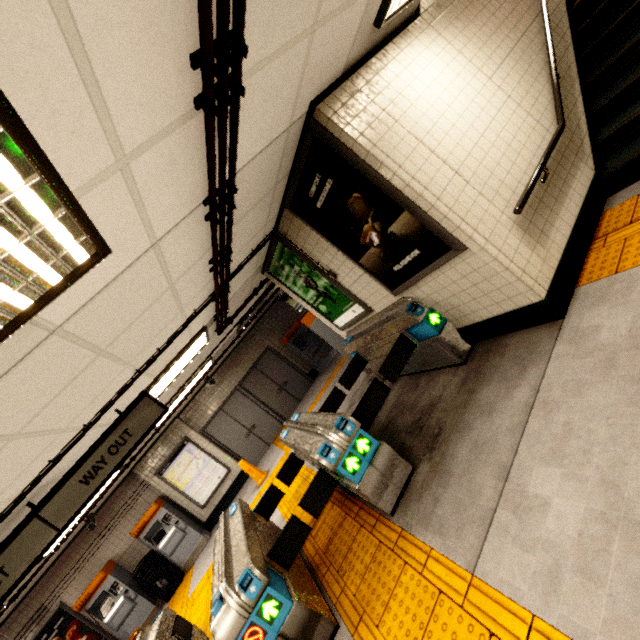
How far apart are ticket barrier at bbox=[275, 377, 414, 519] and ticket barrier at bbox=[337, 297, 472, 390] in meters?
0.1

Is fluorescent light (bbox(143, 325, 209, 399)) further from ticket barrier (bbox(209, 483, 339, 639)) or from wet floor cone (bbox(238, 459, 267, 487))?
wet floor cone (bbox(238, 459, 267, 487))

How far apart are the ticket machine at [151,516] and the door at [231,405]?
2.08m

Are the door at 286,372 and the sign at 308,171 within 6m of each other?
no

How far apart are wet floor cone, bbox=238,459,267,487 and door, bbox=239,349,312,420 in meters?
2.5

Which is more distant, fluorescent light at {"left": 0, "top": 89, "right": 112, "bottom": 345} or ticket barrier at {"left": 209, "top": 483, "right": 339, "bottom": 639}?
ticket barrier at {"left": 209, "top": 483, "right": 339, "bottom": 639}

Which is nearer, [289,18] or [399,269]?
[289,18]

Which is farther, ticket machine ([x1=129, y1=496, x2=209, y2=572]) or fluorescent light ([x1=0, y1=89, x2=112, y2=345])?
→ ticket machine ([x1=129, y1=496, x2=209, y2=572])
